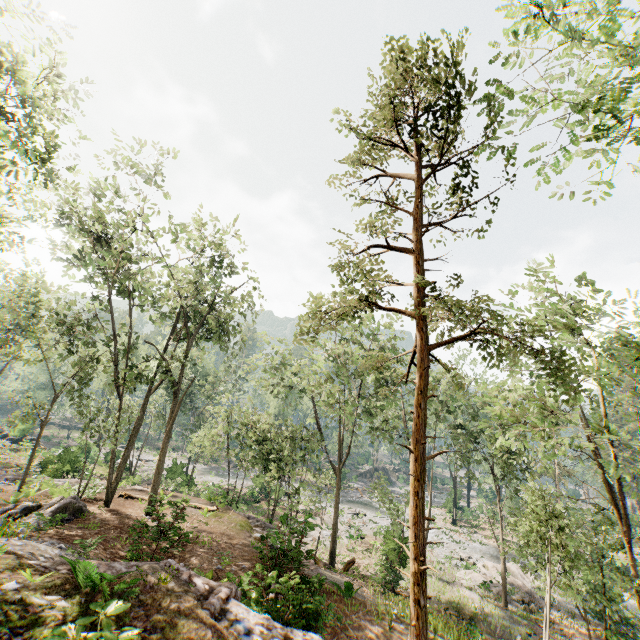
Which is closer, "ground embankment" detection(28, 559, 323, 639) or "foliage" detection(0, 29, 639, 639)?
"ground embankment" detection(28, 559, 323, 639)

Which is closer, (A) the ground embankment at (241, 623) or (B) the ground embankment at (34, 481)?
(A) the ground embankment at (241, 623)

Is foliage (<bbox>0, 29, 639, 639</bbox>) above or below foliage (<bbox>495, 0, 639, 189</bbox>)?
below

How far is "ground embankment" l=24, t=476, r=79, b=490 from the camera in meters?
19.1

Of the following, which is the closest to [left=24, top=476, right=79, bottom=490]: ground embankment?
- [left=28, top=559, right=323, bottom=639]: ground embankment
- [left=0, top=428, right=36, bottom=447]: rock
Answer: [left=0, top=428, right=36, bottom=447]: rock

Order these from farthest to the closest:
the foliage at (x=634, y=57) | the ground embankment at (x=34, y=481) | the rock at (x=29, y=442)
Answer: the rock at (x=29, y=442) → the ground embankment at (x=34, y=481) → the foliage at (x=634, y=57)

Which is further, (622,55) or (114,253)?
(114,253)

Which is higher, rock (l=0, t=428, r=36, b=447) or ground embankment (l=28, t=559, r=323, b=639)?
ground embankment (l=28, t=559, r=323, b=639)
